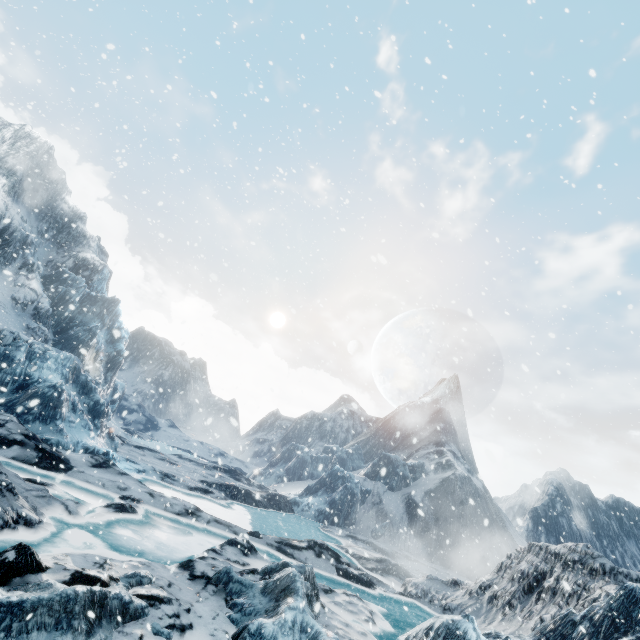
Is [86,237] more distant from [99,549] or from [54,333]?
[99,549]
